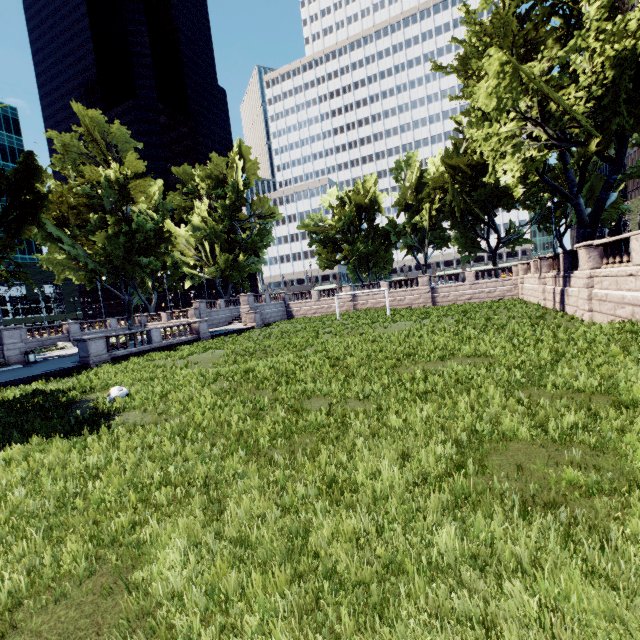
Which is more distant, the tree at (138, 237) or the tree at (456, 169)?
the tree at (138, 237)

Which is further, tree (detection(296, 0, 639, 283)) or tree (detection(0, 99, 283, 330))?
tree (detection(0, 99, 283, 330))

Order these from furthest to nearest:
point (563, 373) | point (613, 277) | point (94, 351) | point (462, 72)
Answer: point (94, 351)
point (462, 72)
point (613, 277)
point (563, 373)
